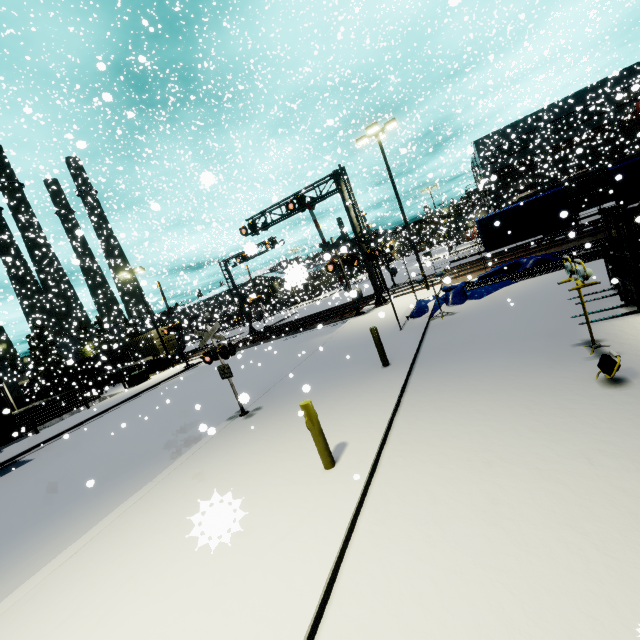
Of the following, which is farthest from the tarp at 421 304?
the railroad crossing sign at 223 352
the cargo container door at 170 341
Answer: the cargo container door at 170 341

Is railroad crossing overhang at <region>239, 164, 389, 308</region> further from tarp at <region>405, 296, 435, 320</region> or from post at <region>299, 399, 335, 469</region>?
post at <region>299, 399, 335, 469</region>

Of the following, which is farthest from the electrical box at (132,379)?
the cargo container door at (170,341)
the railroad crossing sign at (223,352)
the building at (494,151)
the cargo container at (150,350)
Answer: the railroad crossing sign at (223,352)

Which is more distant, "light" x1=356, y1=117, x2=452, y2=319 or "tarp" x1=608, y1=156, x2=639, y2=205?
"tarp" x1=608, y1=156, x2=639, y2=205

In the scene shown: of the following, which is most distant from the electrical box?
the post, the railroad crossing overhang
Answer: the post

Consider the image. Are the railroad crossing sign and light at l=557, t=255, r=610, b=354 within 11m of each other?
yes

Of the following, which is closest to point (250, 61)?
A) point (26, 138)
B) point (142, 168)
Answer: point (26, 138)

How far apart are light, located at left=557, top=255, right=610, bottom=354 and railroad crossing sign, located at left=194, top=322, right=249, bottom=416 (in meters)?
7.74
